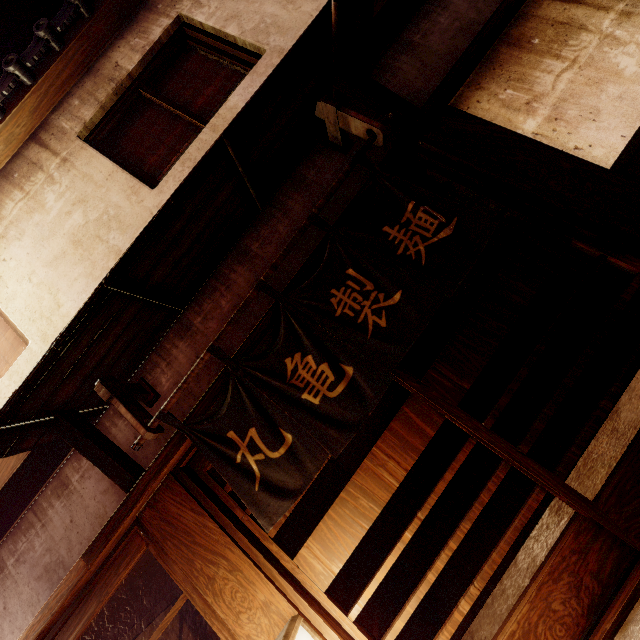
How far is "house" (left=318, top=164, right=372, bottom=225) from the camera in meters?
5.7 m

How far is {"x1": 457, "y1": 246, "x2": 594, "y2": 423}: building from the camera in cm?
1091

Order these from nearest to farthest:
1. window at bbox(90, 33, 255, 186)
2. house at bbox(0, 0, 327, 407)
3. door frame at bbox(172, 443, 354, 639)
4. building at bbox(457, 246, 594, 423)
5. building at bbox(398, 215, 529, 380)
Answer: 1. door frame at bbox(172, 443, 354, 639)
2. house at bbox(0, 0, 327, 407)
3. window at bbox(90, 33, 255, 186)
4. building at bbox(457, 246, 594, 423)
5. building at bbox(398, 215, 529, 380)

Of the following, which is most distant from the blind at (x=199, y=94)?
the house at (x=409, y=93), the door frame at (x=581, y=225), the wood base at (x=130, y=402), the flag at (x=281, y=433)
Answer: the wood base at (x=130, y=402)

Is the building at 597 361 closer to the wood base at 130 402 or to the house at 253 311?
the house at 253 311

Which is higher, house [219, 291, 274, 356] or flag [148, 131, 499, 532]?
house [219, 291, 274, 356]

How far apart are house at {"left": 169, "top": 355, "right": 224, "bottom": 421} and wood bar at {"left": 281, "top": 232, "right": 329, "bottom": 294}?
0.2 meters

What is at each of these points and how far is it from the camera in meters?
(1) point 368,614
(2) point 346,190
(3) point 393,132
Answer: (1) building, 5.1
(2) house, 5.7
(3) house, 5.8
